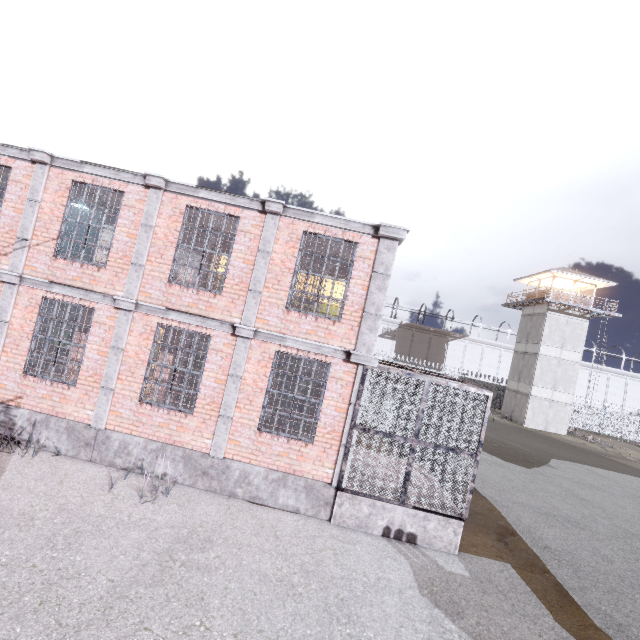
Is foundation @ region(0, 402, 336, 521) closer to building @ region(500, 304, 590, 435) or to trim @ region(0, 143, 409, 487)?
trim @ region(0, 143, 409, 487)

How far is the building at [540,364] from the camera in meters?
30.2 m

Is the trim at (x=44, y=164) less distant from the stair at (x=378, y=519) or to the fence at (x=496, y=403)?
the stair at (x=378, y=519)

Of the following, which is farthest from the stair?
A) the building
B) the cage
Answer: the building

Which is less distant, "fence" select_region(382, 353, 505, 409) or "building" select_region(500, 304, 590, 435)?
"building" select_region(500, 304, 590, 435)

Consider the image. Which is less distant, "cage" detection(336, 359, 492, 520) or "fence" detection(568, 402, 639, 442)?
"cage" detection(336, 359, 492, 520)

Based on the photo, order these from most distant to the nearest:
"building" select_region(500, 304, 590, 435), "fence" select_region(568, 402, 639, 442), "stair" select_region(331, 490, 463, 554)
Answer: "fence" select_region(568, 402, 639, 442) < "building" select_region(500, 304, 590, 435) < "stair" select_region(331, 490, 463, 554)

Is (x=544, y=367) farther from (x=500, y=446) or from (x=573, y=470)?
(x=500, y=446)
